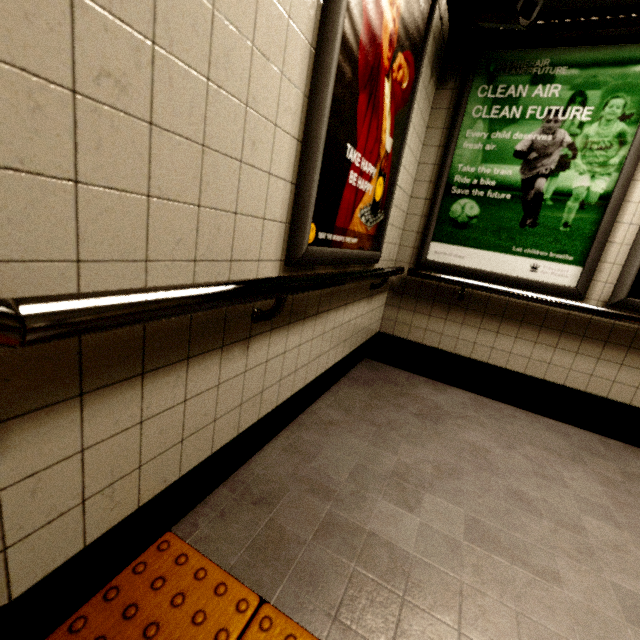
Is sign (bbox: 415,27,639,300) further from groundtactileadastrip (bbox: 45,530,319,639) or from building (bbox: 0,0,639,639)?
groundtactileadastrip (bbox: 45,530,319,639)

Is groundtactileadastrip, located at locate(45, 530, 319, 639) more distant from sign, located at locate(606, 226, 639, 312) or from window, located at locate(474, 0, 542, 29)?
window, located at locate(474, 0, 542, 29)

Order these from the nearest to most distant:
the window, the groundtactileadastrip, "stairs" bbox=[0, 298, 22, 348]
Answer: "stairs" bbox=[0, 298, 22, 348], the groundtactileadastrip, the window

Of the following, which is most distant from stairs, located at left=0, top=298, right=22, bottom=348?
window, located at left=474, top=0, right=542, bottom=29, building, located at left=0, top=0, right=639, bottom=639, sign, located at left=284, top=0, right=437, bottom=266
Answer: window, located at left=474, top=0, right=542, bottom=29

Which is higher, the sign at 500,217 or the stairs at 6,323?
the sign at 500,217

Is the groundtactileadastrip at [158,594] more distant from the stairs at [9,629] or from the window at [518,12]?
the window at [518,12]

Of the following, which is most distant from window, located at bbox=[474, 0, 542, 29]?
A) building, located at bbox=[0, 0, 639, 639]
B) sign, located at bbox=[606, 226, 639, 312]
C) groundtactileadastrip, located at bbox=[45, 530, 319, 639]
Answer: groundtactileadastrip, located at bbox=[45, 530, 319, 639]

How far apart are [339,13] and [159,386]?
1.3m
